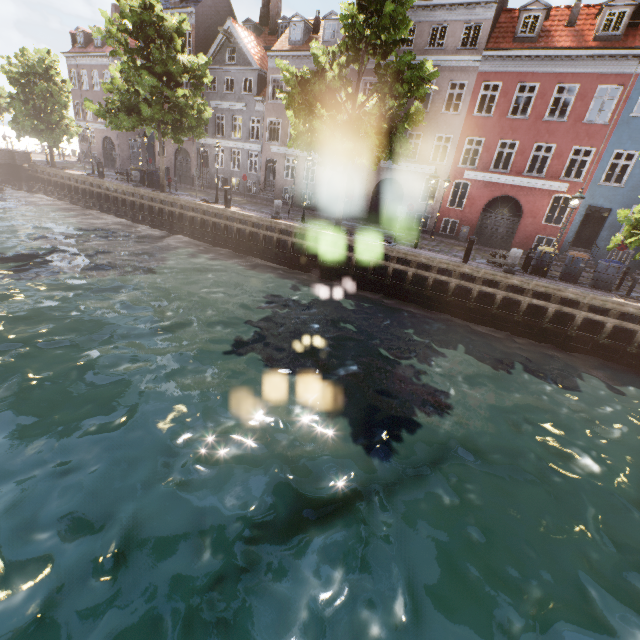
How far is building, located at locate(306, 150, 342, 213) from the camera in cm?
2619

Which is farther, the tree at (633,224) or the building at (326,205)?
the building at (326,205)

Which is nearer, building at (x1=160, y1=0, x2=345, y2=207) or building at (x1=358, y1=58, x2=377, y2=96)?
building at (x1=358, y1=58, x2=377, y2=96)

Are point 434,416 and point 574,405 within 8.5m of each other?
yes

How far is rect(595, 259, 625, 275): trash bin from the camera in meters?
13.9

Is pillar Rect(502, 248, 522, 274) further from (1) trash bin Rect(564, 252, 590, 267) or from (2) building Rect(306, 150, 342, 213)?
(2) building Rect(306, 150, 342, 213)

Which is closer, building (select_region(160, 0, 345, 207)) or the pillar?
the pillar

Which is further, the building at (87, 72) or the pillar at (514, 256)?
the building at (87, 72)
